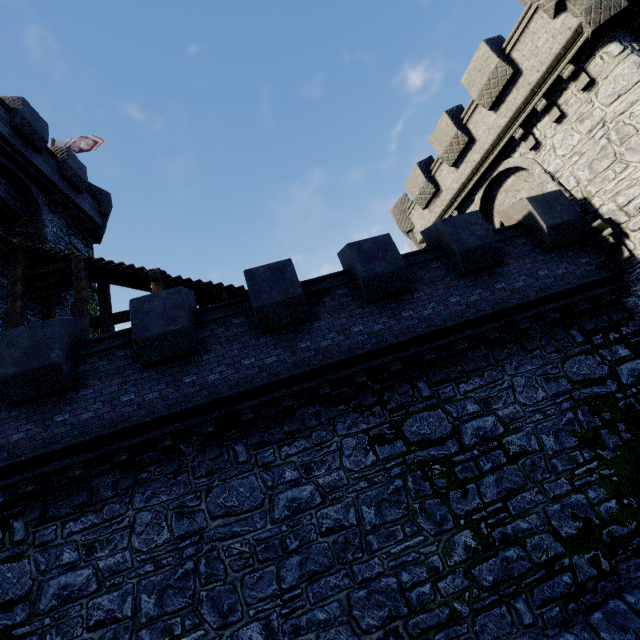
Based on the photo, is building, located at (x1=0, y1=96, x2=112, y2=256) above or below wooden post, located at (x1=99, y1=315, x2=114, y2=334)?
above

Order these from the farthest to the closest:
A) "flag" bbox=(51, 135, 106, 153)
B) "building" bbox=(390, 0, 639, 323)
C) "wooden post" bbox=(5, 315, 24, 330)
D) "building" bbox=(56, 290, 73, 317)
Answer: "flag" bbox=(51, 135, 106, 153) → "building" bbox=(56, 290, 73, 317) → "wooden post" bbox=(5, 315, 24, 330) → "building" bbox=(390, 0, 639, 323)

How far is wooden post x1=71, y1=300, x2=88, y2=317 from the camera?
10.5m

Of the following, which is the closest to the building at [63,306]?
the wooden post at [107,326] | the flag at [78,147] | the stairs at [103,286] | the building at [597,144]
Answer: the stairs at [103,286]

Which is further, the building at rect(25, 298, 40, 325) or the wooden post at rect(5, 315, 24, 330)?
the building at rect(25, 298, 40, 325)

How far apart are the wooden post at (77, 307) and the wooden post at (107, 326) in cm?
108

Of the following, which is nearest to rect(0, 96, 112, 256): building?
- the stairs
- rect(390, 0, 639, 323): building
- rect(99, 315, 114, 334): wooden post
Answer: the stairs

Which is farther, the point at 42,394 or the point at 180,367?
the point at 180,367
